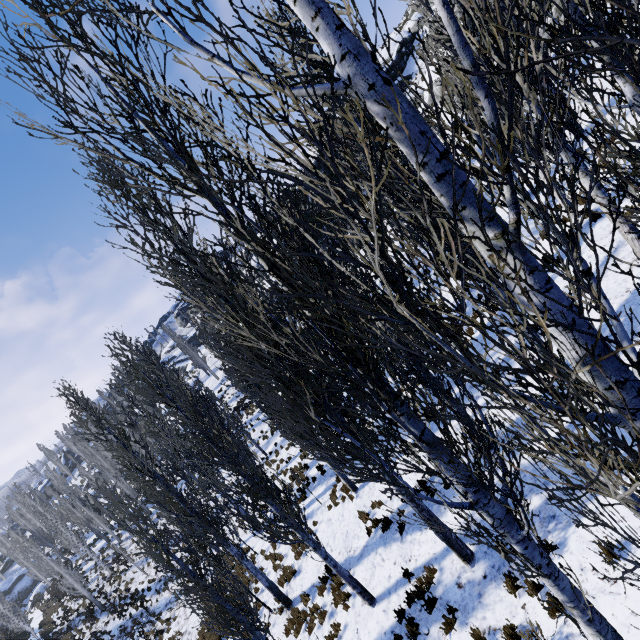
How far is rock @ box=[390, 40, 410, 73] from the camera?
38.94m

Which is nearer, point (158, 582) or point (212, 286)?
point (212, 286)

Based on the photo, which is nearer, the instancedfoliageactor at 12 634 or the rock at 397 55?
the instancedfoliageactor at 12 634

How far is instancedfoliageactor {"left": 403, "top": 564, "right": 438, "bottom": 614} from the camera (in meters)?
7.05

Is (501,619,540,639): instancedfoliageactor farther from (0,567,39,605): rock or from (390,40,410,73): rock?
(390,40,410,73): rock

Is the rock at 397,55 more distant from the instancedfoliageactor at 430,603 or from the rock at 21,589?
the rock at 21,589

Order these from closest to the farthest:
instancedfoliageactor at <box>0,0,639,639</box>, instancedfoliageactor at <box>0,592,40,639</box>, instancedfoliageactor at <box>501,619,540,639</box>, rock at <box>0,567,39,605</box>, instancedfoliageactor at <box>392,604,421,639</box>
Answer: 1. instancedfoliageactor at <box>0,0,639,639</box>
2. instancedfoliageactor at <box>501,619,540,639</box>
3. instancedfoliageactor at <box>392,604,421,639</box>
4. instancedfoliageactor at <box>0,592,40,639</box>
5. rock at <box>0,567,39,605</box>

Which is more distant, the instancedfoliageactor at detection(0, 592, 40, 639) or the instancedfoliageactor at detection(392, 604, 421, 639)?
the instancedfoliageactor at detection(0, 592, 40, 639)
